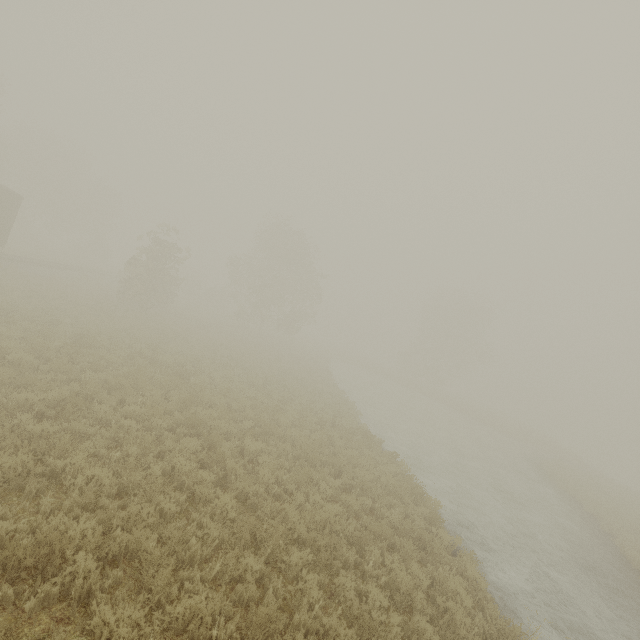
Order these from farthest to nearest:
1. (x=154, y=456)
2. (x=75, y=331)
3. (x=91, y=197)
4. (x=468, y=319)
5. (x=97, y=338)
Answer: (x=468, y=319), (x=91, y=197), (x=75, y=331), (x=97, y=338), (x=154, y=456)

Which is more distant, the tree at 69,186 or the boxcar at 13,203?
the tree at 69,186

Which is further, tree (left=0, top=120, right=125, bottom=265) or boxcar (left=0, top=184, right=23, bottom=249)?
tree (left=0, top=120, right=125, bottom=265)
